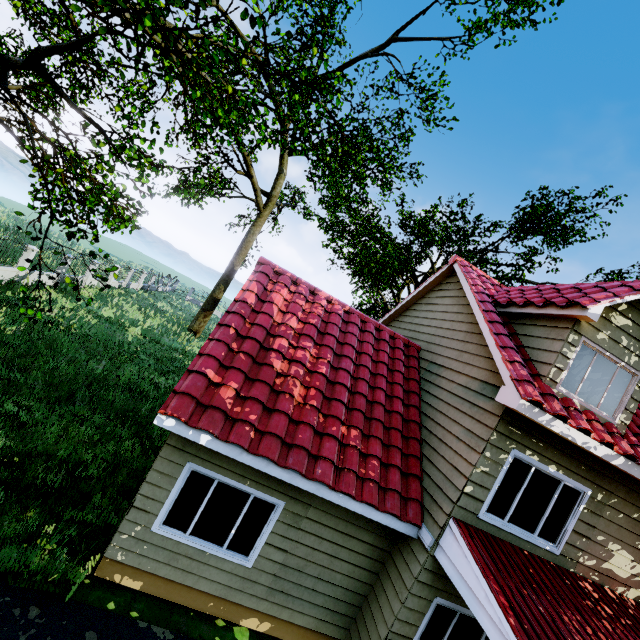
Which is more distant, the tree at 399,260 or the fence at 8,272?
the fence at 8,272

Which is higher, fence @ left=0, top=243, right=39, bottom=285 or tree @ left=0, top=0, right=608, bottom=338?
tree @ left=0, top=0, right=608, bottom=338

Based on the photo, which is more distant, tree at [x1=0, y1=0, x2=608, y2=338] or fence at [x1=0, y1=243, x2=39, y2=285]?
fence at [x1=0, y1=243, x2=39, y2=285]

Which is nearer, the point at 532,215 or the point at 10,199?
the point at 532,215

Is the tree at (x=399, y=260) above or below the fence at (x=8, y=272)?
above
